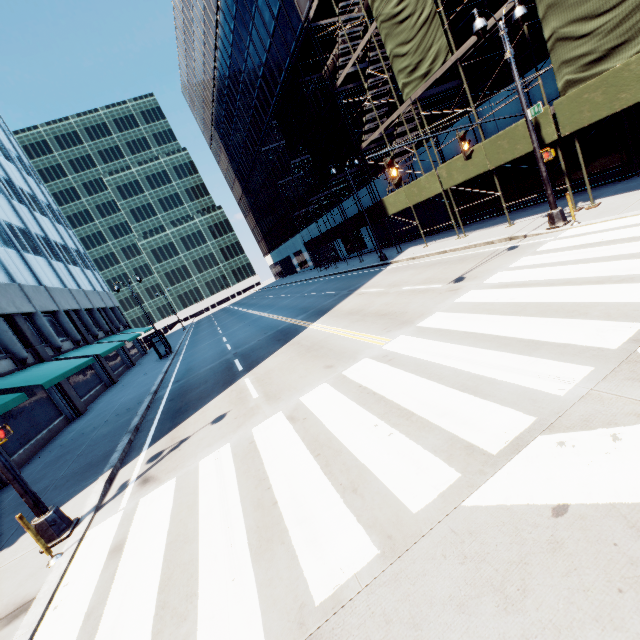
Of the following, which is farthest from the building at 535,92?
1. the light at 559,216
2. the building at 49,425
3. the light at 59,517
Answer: the building at 49,425

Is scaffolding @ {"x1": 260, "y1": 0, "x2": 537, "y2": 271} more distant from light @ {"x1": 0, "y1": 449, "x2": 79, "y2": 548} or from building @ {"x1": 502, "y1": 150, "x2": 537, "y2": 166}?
light @ {"x1": 0, "y1": 449, "x2": 79, "y2": 548}

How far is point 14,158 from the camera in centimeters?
3328cm

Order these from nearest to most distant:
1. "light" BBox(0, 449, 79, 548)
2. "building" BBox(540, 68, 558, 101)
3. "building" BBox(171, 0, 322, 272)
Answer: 1. "light" BBox(0, 449, 79, 548)
2. "building" BBox(540, 68, 558, 101)
3. "building" BBox(171, 0, 322, 272)

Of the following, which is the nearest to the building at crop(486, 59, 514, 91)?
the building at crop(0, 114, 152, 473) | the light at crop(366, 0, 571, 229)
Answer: the light at crop(366, 0, 571, 229)

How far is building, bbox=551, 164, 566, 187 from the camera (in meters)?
15.48

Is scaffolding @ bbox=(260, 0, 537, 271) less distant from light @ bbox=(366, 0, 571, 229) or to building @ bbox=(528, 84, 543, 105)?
building @ bbox=(528, 84, 543, 105)

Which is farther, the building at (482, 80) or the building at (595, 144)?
the building at (482, 80)
